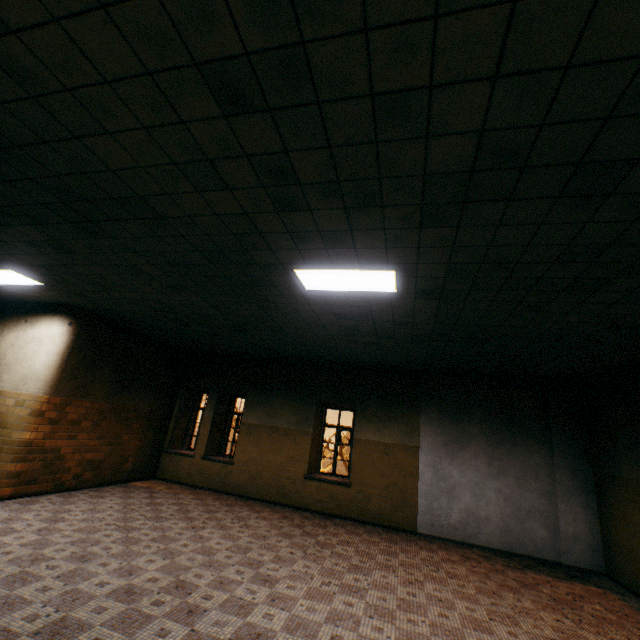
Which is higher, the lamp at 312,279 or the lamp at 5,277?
the lamp at 5,277

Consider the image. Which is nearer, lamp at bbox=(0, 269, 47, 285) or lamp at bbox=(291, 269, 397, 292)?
lamp at bbox=(291, 269, 397, 292)

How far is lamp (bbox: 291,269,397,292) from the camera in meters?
4.0 m

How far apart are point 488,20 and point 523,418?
8.72m

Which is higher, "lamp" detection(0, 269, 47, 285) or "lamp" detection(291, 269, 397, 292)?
"lamp" detection(0, 269, 47, 285)

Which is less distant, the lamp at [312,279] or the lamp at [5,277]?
the lamp at [312,279]
